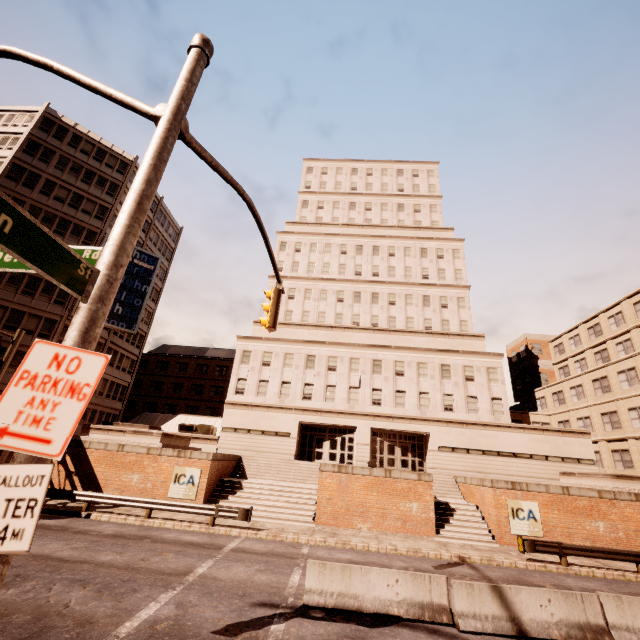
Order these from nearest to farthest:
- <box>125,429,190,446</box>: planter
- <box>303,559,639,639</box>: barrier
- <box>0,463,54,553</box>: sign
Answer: <box>0,463,54,553</box>: sign
<box>303,559,639,639</box>: barrier
<box>125,429,190,446</box>: planter

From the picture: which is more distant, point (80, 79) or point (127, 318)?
point (127, 318)

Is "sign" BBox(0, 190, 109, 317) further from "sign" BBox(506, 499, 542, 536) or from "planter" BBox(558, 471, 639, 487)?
"planter" BBox(558, 471, 639, 487)

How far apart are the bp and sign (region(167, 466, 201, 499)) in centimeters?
1448cm

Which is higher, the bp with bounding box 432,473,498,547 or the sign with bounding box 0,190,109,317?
the sign with bounding box 0,190,109,317

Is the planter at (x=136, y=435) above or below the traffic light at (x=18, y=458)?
above

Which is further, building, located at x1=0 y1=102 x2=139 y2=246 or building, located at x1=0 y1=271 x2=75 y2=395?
building, located at x1=0 y1=102 x2=139 y2=246

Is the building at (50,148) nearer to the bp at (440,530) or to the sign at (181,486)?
the sign at (181,486)
